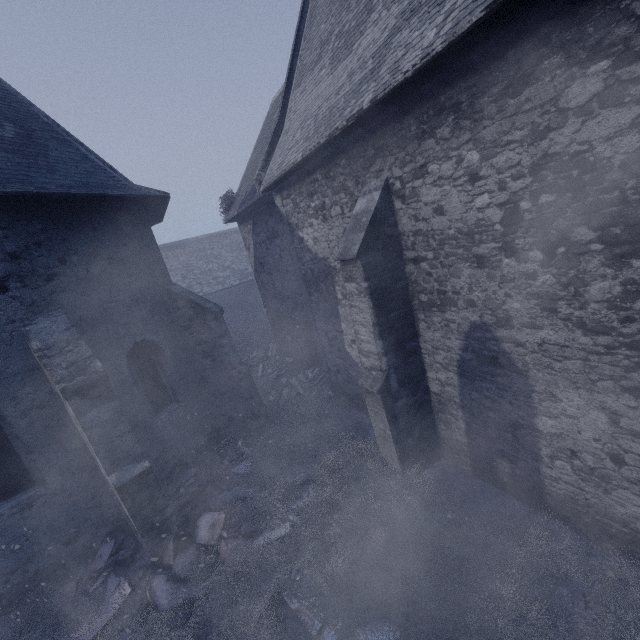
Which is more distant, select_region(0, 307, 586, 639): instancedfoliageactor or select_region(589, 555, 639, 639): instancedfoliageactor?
select_region(0, 307, 586, 639): instancedfoliageactor

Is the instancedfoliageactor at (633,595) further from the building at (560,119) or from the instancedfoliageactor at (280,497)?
the instancedfoliageactor at (280,497)

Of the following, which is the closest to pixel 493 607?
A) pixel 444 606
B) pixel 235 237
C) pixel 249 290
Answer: pixel 444 606

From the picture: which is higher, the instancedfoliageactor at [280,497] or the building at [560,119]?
the building at [560,119]

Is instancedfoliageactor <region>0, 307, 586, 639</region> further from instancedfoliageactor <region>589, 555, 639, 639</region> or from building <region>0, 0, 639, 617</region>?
instancedfoliageactor <region>589, 555, 639, 639</region>

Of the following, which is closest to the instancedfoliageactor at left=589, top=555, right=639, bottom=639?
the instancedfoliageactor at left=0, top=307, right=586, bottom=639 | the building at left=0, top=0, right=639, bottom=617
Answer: the building at left=0, top=0, right=639, bottom=617
